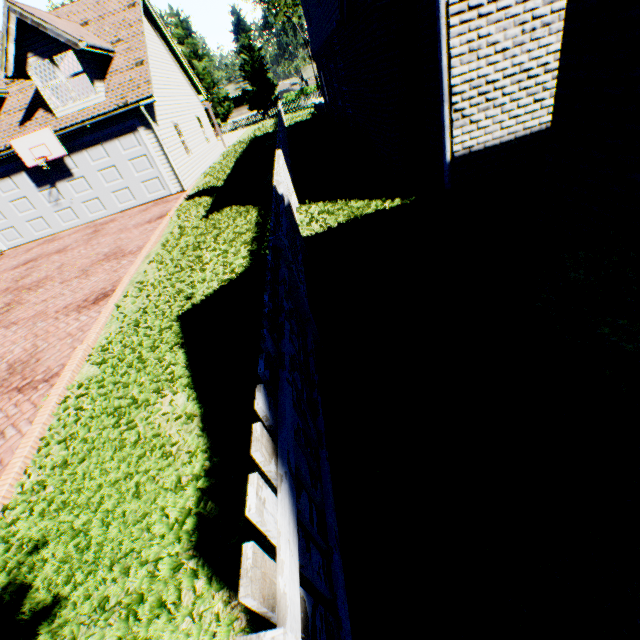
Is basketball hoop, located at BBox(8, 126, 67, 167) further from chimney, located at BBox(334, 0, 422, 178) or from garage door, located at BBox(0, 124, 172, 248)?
chimney, located at BBox(334, 0, 422, 178)

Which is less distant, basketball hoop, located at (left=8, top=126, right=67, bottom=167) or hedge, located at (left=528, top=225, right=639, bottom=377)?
hedge, located at (left=528, top=225, right=639, bottom=377)

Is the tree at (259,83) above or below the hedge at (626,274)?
above

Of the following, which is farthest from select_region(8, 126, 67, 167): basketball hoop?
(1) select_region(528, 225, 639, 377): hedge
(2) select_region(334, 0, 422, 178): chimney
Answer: (1) select_region(528, 225, 639, 377): hedge

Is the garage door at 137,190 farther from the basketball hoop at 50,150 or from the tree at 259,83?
the tree at 259,83

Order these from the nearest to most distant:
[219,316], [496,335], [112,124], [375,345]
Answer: [496,335] < [375,345] < [219,316] < [112,124]

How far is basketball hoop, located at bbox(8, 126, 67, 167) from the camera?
12.5 meters

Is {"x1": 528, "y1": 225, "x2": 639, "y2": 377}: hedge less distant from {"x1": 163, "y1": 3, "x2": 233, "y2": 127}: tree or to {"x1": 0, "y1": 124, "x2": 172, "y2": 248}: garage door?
{"x1": 163, "y1": 3, "x2": 233, "y2": 127}: tree
